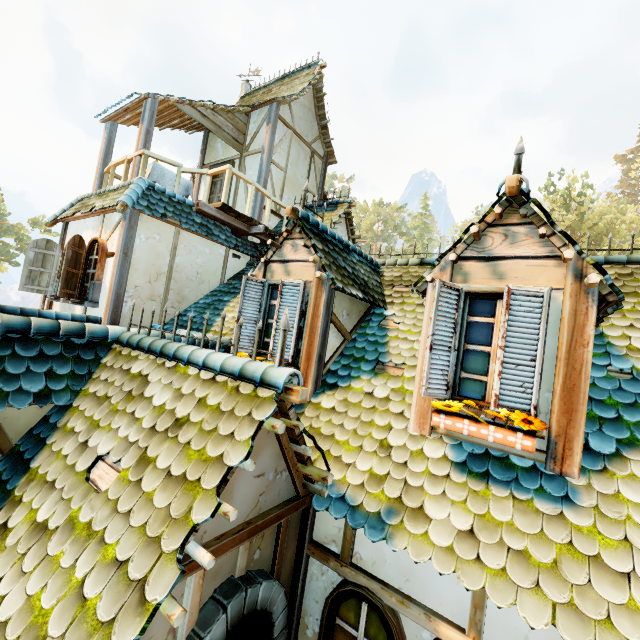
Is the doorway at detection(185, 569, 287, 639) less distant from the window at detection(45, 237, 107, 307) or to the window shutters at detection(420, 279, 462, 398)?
the window shutters at detection(420, 279, 462, 398)

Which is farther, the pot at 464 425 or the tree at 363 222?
the tree at 363 222

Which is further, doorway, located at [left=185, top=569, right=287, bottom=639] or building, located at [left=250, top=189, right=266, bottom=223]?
building, located at [left=250, top=189, right=266, bottom=223]

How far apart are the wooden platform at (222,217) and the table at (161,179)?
1.0m

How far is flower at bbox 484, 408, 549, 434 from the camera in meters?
2.5

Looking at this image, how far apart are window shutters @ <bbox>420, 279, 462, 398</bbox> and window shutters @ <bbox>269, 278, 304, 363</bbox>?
1.87m

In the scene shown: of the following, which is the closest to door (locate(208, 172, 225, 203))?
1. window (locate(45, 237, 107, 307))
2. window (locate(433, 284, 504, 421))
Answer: window (locate(45, 237, 107, 307))

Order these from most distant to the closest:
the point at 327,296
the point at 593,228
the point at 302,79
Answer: the point at 593,228 < the point at 302,79 < the point at 327,296
